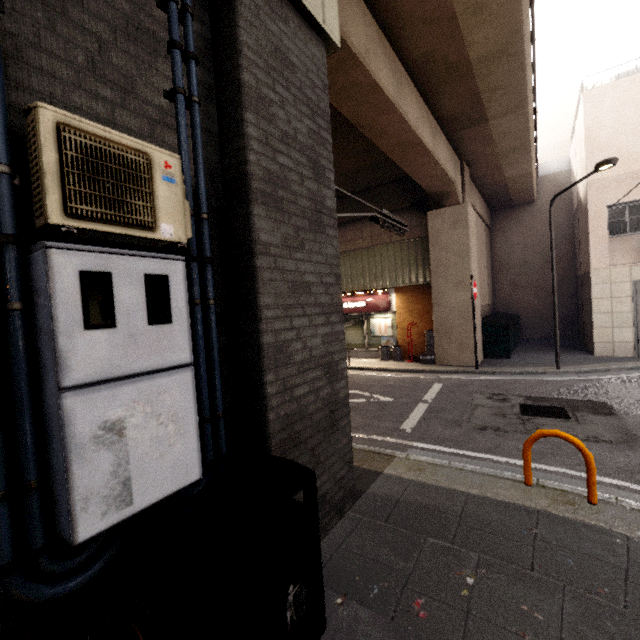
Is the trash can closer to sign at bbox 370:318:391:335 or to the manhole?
the manhole

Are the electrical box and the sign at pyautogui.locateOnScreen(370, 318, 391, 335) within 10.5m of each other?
no

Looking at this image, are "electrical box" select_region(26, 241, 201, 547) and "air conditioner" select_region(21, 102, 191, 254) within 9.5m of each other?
yes

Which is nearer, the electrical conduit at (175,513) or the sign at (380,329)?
the electrical conduit at (175,513)

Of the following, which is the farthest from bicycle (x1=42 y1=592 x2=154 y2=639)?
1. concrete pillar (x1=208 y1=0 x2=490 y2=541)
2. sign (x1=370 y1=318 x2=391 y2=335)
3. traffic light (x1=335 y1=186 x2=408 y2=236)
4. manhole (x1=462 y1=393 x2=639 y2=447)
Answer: sign (x1=370 y1=318 x2=391 y2=335)

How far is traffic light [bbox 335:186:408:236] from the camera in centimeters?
443cm

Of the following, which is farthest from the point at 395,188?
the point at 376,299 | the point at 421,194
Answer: the point at 376,299

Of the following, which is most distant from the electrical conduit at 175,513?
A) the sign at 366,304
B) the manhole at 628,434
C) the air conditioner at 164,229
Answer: the sign at 366,304
